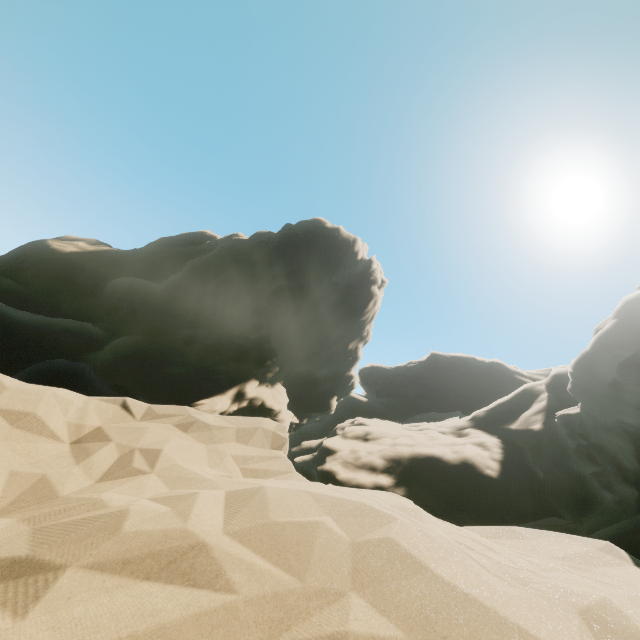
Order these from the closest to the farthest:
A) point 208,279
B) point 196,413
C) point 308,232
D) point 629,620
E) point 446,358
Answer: point 629,620
point 196,413
point 208,279
point 308,232
point 446,358
